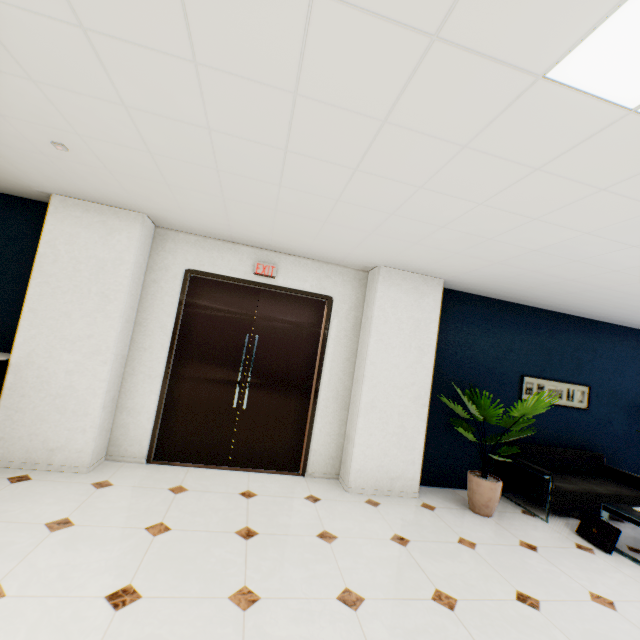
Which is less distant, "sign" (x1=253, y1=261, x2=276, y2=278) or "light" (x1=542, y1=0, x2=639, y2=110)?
"light" (x1=542, y1=0, x2=639, y2=110)

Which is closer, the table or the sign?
the table

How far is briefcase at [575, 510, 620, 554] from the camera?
3.6m

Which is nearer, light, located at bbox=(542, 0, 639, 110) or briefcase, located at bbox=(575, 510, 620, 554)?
light, located at bbox=(542, 0, 639, 110)

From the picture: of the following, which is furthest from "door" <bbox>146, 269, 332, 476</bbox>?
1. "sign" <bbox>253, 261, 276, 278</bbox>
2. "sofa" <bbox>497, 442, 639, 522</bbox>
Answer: "sofa" <bbox>497, 442, 639, 522</bbox>

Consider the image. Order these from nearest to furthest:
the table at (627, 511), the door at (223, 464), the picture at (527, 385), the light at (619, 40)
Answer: the light at (619, 40) < the table at (627, 511) < the door at (223, 464) < the picture at (527, 385)

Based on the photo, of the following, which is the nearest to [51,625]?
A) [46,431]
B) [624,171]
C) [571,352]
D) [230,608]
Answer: [230,608]

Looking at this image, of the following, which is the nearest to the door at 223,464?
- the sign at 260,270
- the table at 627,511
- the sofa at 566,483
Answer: the sign at 260,270
